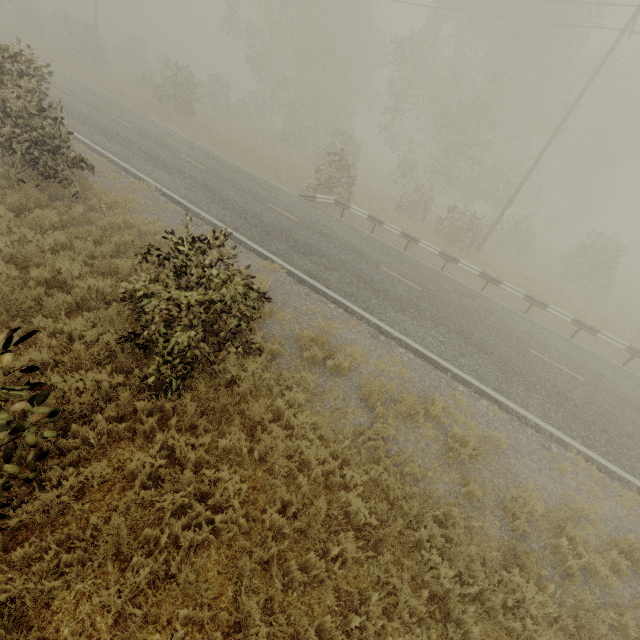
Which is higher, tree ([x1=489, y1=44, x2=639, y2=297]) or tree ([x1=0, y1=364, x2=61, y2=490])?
tree ([x1=489, y1=44, x2=639, y2=297])

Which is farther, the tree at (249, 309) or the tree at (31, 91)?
the tree at (31, 91)

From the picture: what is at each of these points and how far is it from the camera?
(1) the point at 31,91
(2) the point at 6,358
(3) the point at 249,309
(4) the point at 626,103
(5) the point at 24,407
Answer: (1) tree, 8.2m
(2) tree, 2.3m
(3) tree, 5.7m
(4) tree, 30.4m
(5) tree, 3.1m

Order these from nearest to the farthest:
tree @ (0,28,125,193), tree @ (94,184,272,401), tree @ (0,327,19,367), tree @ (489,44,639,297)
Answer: tree @ (0,327,19,367), tree @ (94,184,272,401), tree @ (0,28,125,193), tree @ (489,44,639,297)

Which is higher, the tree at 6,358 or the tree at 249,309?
the tree at 6,358

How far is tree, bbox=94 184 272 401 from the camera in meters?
4.8

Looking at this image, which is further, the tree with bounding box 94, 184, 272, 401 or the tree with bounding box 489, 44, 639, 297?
the tree with bounding box 489, 44, 639, 297
